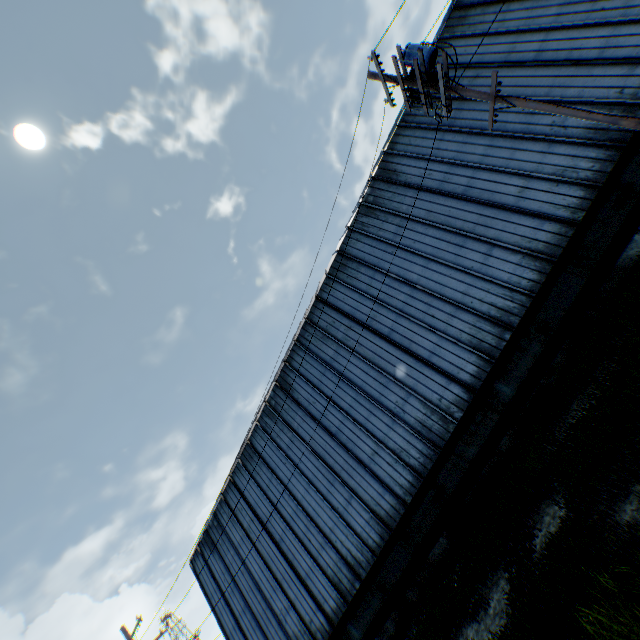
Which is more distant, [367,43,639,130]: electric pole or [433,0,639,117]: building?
[433,0,639,117]: building

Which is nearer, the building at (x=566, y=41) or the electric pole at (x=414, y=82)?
the electric pole at (x=414, y=82)

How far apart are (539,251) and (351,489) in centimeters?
1325cm
